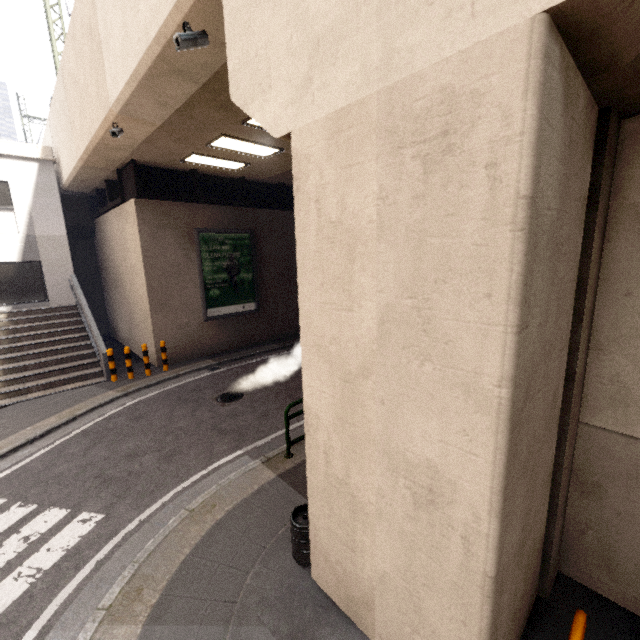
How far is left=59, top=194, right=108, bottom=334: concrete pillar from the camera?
15.1 meters

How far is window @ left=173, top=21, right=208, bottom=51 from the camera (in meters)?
4.25

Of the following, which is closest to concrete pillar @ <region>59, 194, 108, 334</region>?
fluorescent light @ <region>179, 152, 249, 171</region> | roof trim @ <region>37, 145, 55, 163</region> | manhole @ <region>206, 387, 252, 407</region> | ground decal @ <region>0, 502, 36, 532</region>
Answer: roof trim @ <region>37, 145, 55, 163</region>

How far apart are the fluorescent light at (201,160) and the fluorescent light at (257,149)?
0.9 meters

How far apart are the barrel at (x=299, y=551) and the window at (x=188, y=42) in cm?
637

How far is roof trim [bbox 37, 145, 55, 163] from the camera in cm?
1254

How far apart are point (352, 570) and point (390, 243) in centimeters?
331cm

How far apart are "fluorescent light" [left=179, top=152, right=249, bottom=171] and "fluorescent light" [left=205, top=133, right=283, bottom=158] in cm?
90
